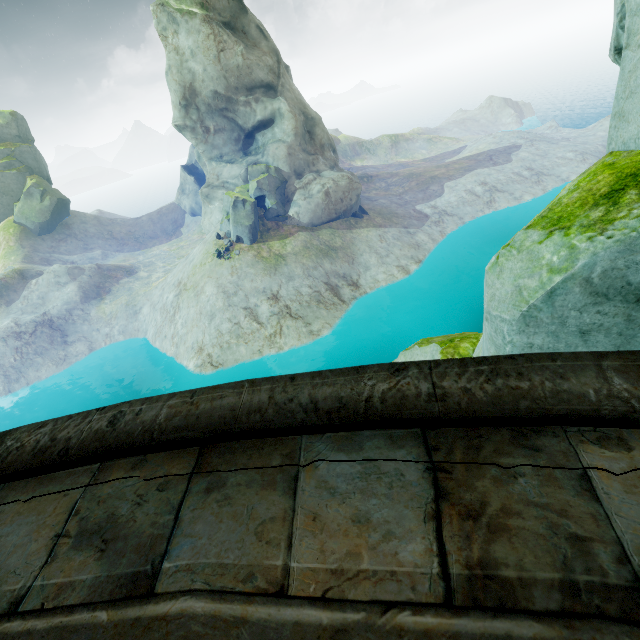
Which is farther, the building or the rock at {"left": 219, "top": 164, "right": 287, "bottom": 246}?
the rock at {"left": 219, "top": 164, "right": 287, "bottom": 246}

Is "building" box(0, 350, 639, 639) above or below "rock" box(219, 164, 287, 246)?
above

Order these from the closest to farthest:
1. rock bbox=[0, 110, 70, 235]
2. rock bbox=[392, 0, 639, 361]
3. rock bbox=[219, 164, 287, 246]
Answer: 1. rock bbox=[392, 0, 639, 361]
2. rock bbox=[219, 164, 287, 246]
3. rock bbox=[0, 110, 70, 235]

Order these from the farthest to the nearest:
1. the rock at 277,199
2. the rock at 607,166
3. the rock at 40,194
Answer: the rock at 40,194
the rock at 277,199
the rock at 607,166

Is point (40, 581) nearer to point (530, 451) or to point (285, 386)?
point (285, 386)

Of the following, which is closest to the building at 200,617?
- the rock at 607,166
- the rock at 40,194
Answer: the rock at 607,166

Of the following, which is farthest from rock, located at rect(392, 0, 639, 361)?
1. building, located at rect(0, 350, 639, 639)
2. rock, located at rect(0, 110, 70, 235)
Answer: rock, located at rect(0, 110, 70, 235)

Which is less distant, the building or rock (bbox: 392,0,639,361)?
the building
